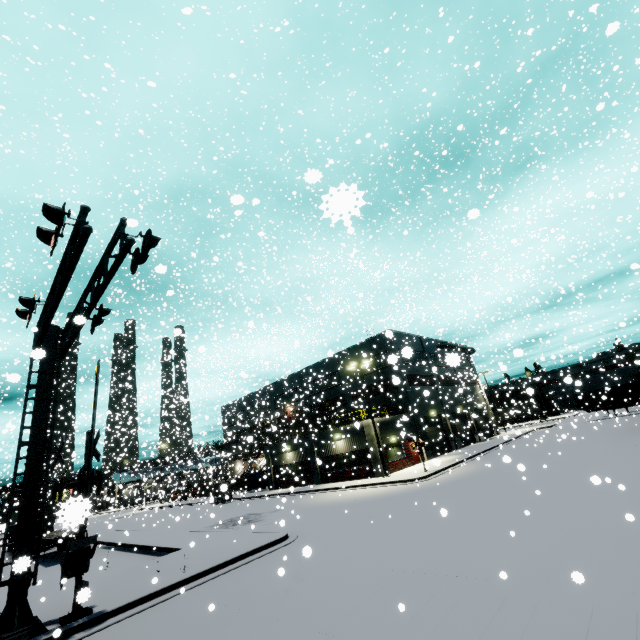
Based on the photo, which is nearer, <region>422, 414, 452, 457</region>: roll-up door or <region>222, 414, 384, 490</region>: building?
<region>222, 414, 384, 490</region>: building

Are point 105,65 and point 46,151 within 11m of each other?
no

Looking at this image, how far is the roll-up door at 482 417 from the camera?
40.3 meters

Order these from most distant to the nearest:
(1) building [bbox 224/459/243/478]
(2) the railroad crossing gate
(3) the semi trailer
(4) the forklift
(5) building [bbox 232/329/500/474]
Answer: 1. (1) building [bbox 224/459/243/478]
2. (5) building [bbox 232/329/500/474]
3. (3) the semi trailer
4. (4) the forklift
5. (2) the railroad crossing gate

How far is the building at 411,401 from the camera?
29.9m

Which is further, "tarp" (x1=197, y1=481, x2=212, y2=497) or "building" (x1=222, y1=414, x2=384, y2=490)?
"tarp" (x1=197, y1=481, x2=212, y2=497)

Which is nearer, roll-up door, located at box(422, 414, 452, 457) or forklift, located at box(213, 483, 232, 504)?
forklift, located at box(213, 483, 232, 504)

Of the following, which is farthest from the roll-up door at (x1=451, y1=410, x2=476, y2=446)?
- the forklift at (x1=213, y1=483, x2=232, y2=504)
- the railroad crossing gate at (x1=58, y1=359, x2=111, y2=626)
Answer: the railroad crossing gate at (x1=58, y1=359, x2=111, y2=626)
